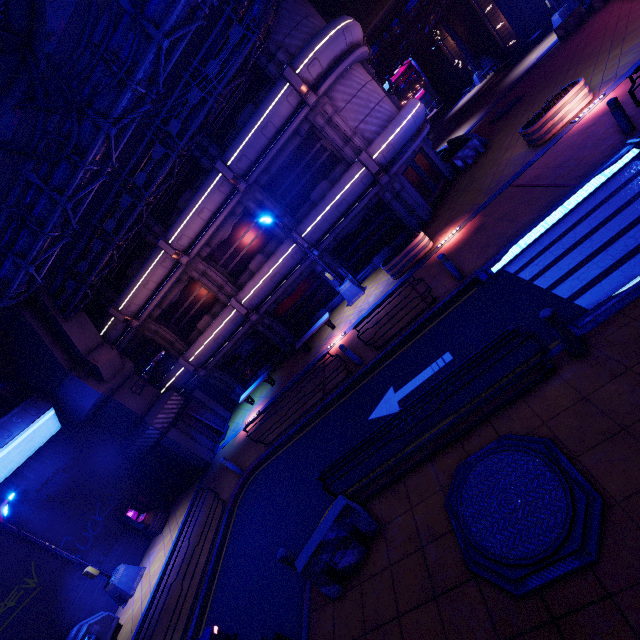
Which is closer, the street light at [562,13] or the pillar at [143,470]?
the pillar at [143,470]

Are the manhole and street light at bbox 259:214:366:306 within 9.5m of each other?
no

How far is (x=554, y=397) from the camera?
5.3 meters

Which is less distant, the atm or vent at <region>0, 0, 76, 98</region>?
vent at <region>0, 0, 76, 98</region>

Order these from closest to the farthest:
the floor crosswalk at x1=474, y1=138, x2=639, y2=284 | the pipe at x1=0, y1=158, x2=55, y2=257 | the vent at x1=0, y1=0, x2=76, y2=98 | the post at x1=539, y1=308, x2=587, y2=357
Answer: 1. the post at x1=539, y1=308, x2=587, y2=357
2. the vent at x1=0, y1=0, x2=76, y2=98
3. the floor crosswalk at x1=474, y1=138, x2=639, y2=284
4. the pipe at x1=0, y1=158, x2=55, y2=257

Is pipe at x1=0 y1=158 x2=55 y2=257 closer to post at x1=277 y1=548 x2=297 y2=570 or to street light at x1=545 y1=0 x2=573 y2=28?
post at x1=277 y1=548 x2=297 y2=570

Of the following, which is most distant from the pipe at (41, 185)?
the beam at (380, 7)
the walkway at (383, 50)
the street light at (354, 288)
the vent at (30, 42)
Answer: the walkway at (383, 50)
